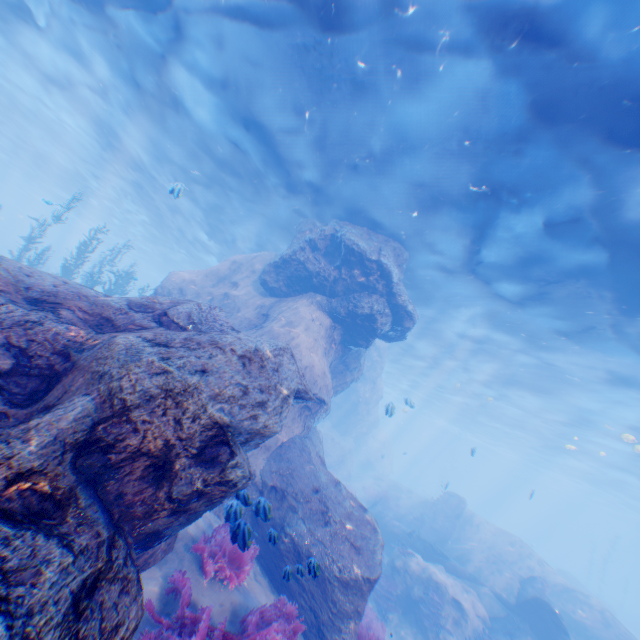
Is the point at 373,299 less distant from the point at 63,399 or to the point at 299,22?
the point at 299,22

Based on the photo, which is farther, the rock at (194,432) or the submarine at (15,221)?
the submarine at (15,221)

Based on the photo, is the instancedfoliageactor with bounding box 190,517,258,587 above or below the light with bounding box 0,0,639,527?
below

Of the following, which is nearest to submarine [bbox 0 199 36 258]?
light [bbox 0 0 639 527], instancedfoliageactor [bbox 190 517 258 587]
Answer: light [bbox 0 0 639 527]

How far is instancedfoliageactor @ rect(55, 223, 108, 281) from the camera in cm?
1618

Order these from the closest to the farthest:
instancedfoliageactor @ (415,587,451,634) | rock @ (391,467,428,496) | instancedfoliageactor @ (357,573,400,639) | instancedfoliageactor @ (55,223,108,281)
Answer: instancedfoliageactor @ (357,573,400,639) → instancedfoliageactor @ (415,587,451,634) → instancedfoliageactor @ (55,223,108,281) → rock @ (391,467,428,496)

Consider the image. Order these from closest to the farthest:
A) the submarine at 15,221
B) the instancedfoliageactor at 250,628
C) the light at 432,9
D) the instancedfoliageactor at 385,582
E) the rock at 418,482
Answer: the instancedfoliageactor at 250,628, the light at 432,9, the instancedfoliageactor at 385,582, the submarine at 15,221, the rock at 418,482

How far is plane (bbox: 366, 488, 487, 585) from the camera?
16.2 meters
